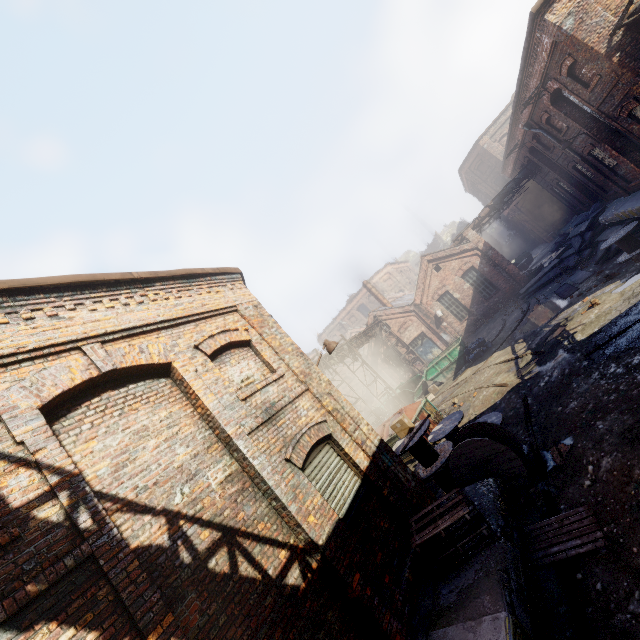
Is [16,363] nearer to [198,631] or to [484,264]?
[198,631]

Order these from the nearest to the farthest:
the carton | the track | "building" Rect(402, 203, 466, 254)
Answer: the track → the carton → "building" Rect(402, 203, 466, 254)

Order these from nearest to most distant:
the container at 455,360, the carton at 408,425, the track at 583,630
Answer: the track at 583,630 < the carton at 408,425 < the container at 455,360

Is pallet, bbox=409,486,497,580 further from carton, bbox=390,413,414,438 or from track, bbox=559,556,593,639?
carton, bbox=390,413,414,438

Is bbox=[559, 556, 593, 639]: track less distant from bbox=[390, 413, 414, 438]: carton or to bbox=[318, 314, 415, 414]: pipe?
bbox=[390, 413, 414, 438]: carton

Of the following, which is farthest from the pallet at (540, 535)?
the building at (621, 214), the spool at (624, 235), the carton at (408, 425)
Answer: the spool at (624, 235)

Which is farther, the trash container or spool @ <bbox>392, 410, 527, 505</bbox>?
the trash container

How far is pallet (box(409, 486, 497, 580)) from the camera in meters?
5.3
